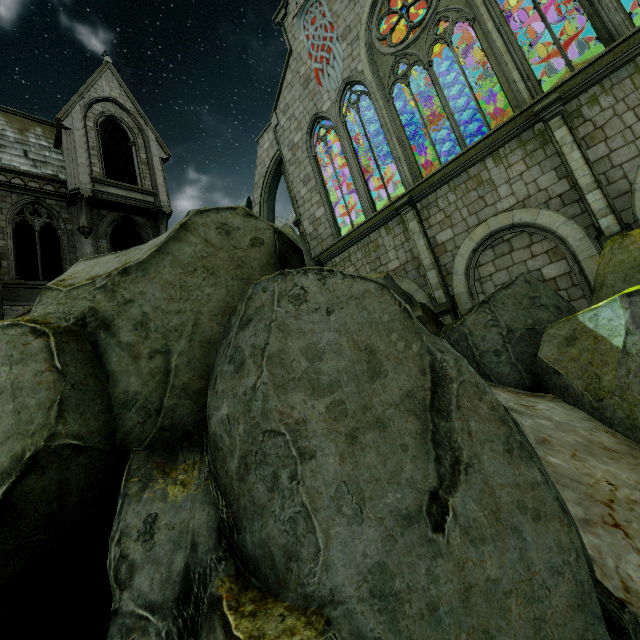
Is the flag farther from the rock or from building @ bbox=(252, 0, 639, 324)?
the rock

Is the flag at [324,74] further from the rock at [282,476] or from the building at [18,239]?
the rock at [282,476]

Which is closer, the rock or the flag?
the rock

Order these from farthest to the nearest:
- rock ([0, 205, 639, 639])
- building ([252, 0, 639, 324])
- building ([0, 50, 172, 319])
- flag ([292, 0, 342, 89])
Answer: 1. flag ([292, 0, 342, 89])
2. building ([0, 50, 172, 319])
3. building ([252, 0, 639, 324])
4. rock ([0, 205, 639, 639])

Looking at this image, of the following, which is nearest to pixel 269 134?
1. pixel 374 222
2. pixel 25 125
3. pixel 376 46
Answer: pixel 376 46

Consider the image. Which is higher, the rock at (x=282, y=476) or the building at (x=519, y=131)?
the building at (x=519, y=131)

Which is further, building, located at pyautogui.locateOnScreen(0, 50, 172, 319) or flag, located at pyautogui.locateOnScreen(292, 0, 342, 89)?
flag, located at pyautogui.locateOnScreen(292, 0, 342, 89)

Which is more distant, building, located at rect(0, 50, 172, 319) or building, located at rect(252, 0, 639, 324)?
building, located at rect(0, 50, 172, 319)
